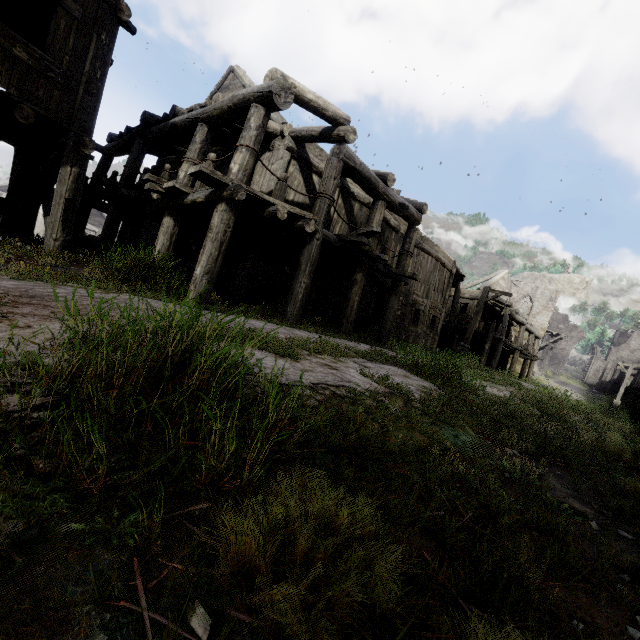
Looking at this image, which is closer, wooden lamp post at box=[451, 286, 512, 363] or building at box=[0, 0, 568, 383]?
building at box=[0, 0, 568, 383]

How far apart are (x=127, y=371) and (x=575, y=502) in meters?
4.0

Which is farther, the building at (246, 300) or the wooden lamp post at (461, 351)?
the wooden lamp post at (461, 351)

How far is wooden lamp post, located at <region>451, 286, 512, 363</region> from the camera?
15.8 meters

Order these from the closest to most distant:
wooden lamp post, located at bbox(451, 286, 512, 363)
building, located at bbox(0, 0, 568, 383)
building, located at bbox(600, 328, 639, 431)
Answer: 1. building, located at bbox(0, 0, 568, 383)
2. wooden lamp post, located at bbox(451, 286, 512, 363)
3. building, located at bbox(600, 328, 639, 431)

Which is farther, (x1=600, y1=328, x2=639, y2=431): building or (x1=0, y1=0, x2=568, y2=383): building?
(x1=600, y1=328, x2=639, y2=431): building

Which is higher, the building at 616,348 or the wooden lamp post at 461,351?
the building at 616,348
